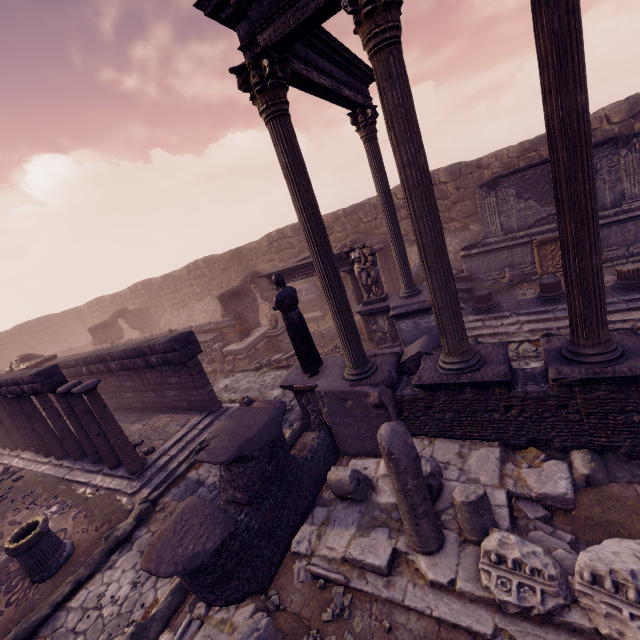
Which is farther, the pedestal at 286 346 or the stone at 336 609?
the pedestal at 286 346

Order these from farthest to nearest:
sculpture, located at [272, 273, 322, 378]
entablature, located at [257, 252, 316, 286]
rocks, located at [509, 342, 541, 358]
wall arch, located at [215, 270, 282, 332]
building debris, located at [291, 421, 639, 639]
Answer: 1. wall arch, located at [215, 270, 282, 332]
2. entablature, located at [257, 252, 316, 286]
3. rocks, located at [509, 342, 541, 358]
4. sculpture, located at [272, 273, 322, 378]
5. building debris, located at [291, 421, 639, 639]

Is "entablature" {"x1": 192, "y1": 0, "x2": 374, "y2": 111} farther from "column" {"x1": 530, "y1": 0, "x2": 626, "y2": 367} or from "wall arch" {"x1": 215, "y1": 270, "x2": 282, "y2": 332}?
"wall arch" {"x1": 215, "y1": 270, "x2": 282, "y2": 332}

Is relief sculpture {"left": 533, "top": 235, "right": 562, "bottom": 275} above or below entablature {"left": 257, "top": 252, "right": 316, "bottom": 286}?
below

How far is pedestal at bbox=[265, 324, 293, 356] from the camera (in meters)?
14.20

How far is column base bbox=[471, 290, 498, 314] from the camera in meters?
10.1 m

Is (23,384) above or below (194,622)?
above

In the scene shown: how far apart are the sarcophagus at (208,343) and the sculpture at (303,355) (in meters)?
9.43
